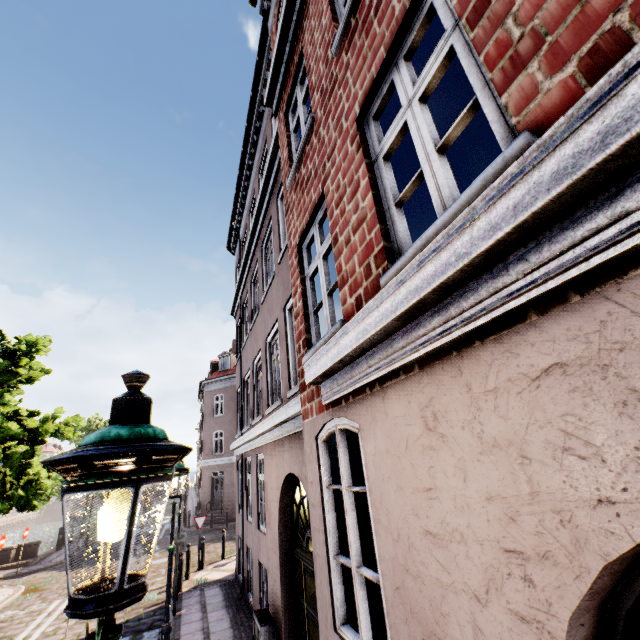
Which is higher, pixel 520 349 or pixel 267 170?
pixel 267 170

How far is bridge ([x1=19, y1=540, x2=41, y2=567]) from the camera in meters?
17.0

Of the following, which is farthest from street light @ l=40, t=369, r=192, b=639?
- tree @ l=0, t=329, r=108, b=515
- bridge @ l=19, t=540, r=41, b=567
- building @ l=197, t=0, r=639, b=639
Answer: bridge @ l=19, t=540, r=41, b=567

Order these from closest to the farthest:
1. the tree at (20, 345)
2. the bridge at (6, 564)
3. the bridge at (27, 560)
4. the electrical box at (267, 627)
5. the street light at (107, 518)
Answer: the street light at (107, 518)
the electrical box at (267, 627)
the tree at (20, 345)
the bridge at (6, 564)
the bridge at (27, 560)

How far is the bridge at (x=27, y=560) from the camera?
17.0 meters

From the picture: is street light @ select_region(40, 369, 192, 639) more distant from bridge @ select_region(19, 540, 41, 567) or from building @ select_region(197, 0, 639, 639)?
Answer: bridge @ select_region(19, 540, 41, 567)

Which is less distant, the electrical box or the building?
the building

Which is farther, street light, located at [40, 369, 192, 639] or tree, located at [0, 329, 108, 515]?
tree, located at [0, 329, 108, 515]
